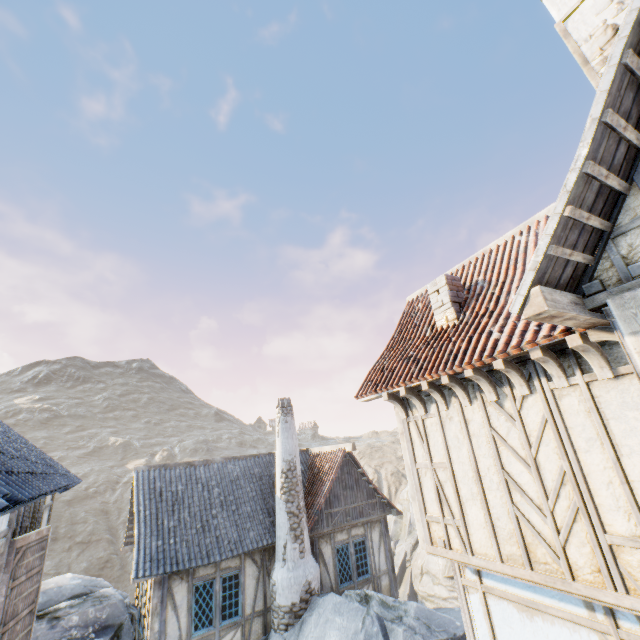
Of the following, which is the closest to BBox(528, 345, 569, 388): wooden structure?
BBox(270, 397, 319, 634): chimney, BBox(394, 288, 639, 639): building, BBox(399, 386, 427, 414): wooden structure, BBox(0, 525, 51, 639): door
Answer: BBox(394, 288, 639, 639): building

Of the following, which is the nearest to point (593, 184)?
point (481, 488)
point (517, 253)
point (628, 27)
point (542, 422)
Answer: point (628, 27)

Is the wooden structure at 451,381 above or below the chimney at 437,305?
below

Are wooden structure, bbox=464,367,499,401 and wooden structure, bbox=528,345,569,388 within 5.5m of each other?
yes

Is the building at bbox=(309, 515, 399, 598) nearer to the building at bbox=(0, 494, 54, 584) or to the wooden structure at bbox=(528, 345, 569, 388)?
the building at bbox=(0, 494, 54, 584)

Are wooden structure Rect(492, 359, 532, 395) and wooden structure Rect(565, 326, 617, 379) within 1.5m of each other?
yes

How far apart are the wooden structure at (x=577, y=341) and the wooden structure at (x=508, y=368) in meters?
0.9 m

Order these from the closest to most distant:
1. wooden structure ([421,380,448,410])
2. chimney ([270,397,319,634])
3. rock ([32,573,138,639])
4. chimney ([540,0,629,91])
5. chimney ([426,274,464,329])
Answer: chimney ([540,0,629,91]), wooden structure ([421,380,448,410]), chimney ([426,274,464,329]), rock ([32,573,138,639]), chimney ([270,397,319,634])
